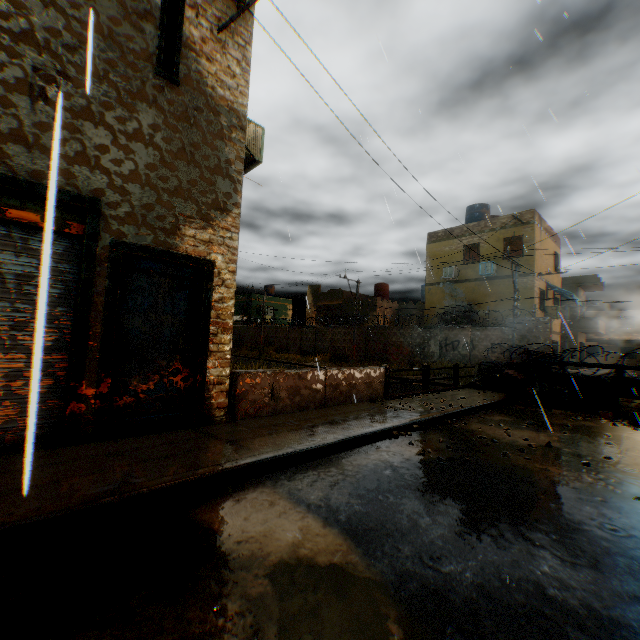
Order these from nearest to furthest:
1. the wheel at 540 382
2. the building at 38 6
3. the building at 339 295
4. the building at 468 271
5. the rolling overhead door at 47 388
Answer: the rolling overhead door at 47 388 → the building at 38 6 → the wheel at 540 382 → the building at 468 271 → the building at 339 295

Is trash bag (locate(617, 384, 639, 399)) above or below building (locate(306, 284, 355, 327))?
below

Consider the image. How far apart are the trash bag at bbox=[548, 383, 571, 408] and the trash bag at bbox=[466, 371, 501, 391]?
1.4m

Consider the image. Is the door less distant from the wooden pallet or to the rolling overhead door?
the rolling overhead door

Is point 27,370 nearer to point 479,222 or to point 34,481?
point 34,481

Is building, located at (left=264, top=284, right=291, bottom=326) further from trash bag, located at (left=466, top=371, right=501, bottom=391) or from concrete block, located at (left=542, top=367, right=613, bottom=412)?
trash bag, located at (left=466, top=371, right=501, bottom=391)

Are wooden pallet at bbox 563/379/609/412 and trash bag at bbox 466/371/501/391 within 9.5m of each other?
yes

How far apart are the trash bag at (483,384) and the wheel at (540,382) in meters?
0.6
